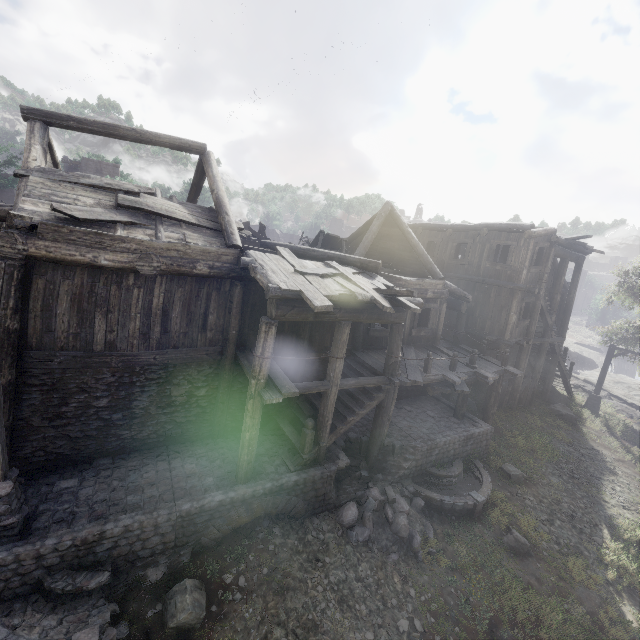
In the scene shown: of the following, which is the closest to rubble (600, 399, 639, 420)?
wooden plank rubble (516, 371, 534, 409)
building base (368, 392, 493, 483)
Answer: wooden plank rubble (516, 371, 534, 409)

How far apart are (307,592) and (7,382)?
8.27m

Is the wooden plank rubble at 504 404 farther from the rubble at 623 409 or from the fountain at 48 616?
the fountain at 48 616

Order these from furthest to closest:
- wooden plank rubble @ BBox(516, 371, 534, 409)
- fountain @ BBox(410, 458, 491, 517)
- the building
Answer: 1. wooden plank rubble @ BBox(516, 371, 534, 409)
2. fountain @ BBox(410, 458, 491, 517)
3. the building

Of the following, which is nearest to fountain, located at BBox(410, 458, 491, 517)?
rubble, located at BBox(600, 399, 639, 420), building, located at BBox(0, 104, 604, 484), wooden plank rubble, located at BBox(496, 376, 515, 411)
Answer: building, located at BBox(0, 104, 604, 484)

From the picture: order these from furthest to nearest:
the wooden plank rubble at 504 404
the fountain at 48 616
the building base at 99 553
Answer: the wooden plank rubble at 504 404, the building base at 99 553, the fountain at 48 616

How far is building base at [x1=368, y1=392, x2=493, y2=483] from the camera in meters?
11.1

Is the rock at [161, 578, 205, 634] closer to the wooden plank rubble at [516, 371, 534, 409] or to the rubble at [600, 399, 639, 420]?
the wooden plank rubble at [516, 371, 534, 409]
